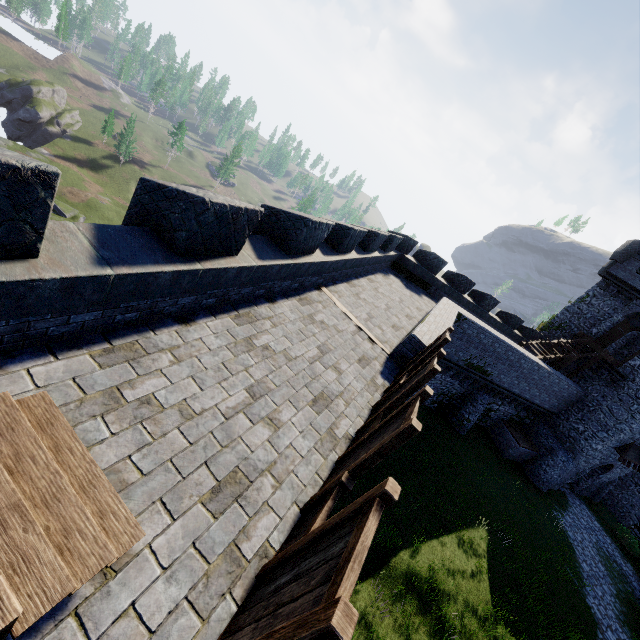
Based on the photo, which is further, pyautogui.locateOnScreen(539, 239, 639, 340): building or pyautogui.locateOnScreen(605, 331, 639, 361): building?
pyautogui.locateOnScreen(605, 331, 639, 361): building

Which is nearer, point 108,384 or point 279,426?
point 108,384

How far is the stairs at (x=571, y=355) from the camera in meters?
21.9

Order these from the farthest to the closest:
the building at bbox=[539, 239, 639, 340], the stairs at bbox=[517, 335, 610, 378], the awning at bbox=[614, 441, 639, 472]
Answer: the building at bbox=[539, 239, 639, 340] < the awning at bbox=[614, 441, 639, 472] < the stairs at bbox=[517, 335, 610, 378]

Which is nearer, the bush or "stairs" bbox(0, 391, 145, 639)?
"stairs" bbox(0, 391, 145, 639)

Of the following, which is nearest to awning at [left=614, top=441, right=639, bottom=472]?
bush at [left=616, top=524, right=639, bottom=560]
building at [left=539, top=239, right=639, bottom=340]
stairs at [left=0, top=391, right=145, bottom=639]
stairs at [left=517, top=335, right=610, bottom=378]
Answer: building at [left=539, top=239, right=639, bottom=340]

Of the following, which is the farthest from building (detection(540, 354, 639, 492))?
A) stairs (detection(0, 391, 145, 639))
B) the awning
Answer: stairs (detection(0, 391, 145, 639))

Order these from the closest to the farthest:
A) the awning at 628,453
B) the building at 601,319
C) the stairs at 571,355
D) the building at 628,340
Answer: the stairs at 571,355 → the awning at 628,453 → the building at 601,319 → the building at 628,340
